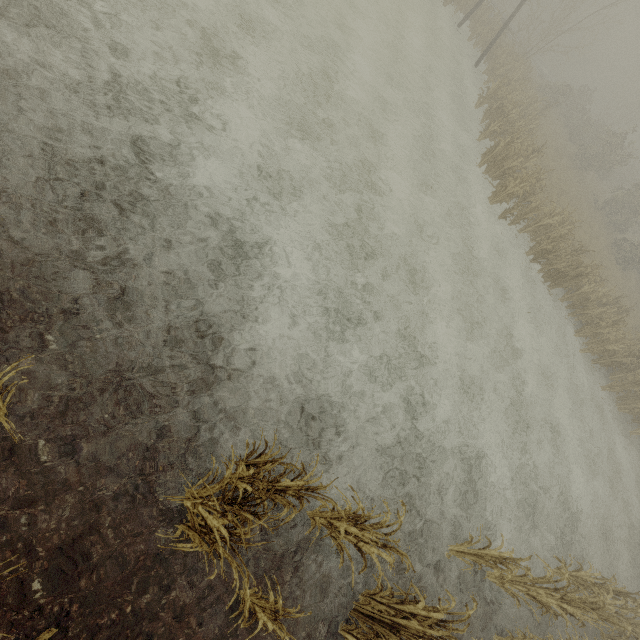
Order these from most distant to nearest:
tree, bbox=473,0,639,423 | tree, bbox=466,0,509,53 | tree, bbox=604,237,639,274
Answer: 1. tree, bbox=604,237,639,274
2. tree, bbox=466,0,509,53
3. tree, bbox=473,0,639,423

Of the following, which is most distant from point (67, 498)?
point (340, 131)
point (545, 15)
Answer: point (545, 15)

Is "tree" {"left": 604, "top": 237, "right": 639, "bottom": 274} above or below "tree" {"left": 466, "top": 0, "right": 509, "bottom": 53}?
above

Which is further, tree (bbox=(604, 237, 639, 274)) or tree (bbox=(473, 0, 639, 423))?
tree (bbox=(604, 237, 639, 274))

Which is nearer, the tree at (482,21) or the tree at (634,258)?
the tree at (482,21)

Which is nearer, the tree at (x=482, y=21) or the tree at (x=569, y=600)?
the tree at (x=569, y=600)

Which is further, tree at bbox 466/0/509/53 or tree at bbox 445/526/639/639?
tree at bbox 466/0/509/53
